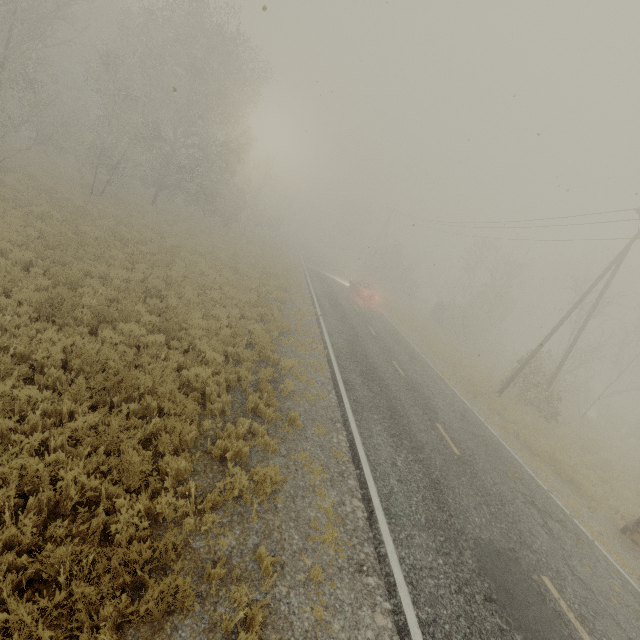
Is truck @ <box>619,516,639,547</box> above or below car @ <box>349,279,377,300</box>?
below

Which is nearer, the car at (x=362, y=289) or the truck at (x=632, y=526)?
the truck at (x=632, y=526)

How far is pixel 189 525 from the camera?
4.7m

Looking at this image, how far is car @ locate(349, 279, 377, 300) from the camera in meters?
29.7 m

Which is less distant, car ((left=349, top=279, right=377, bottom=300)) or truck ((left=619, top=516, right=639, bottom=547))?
truck ((left=619, top=516, right=639, bottom=547))

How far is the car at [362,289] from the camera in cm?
2967
